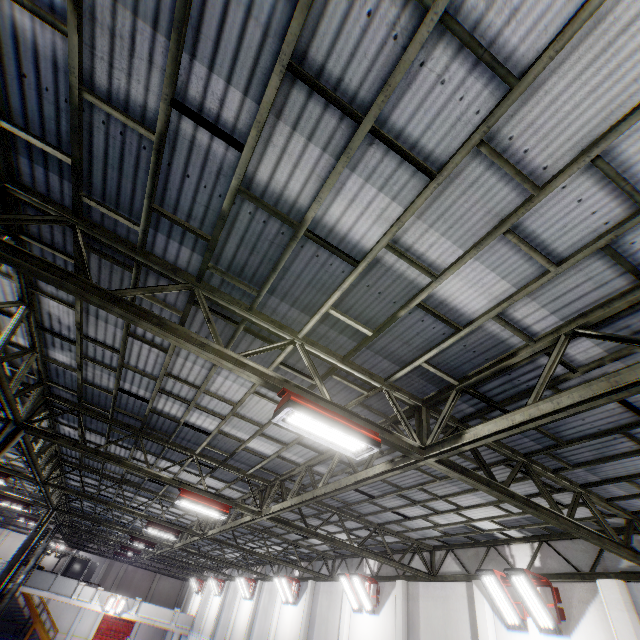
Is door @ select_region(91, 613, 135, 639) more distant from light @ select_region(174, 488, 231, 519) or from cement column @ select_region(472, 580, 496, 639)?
cement column @ select_region(472, 580, 496, 639)

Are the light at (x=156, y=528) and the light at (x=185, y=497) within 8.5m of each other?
yes

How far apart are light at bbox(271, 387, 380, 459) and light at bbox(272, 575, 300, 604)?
20.1m

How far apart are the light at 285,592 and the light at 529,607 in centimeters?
1507cm

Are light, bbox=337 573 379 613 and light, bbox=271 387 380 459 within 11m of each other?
no

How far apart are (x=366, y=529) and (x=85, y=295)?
13.71m

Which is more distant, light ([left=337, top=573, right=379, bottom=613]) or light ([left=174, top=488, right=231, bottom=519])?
light ([left=337, top=573, right=379, bottom=613])

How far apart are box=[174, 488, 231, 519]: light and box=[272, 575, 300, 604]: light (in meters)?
13.39
